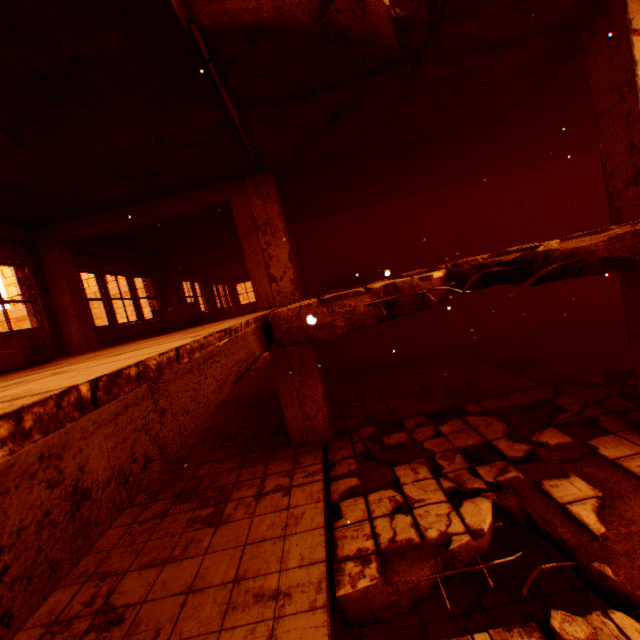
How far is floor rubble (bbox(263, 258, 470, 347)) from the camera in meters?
3.2 m

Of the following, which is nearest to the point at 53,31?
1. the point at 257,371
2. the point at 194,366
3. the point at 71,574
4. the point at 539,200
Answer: the point at 194,366

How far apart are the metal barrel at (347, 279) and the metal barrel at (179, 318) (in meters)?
4.93

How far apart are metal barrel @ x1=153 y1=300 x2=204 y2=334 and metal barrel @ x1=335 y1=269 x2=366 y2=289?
4.93m

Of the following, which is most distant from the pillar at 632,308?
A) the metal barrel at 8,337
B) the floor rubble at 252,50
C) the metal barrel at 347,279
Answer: the metal barrel at 8,337

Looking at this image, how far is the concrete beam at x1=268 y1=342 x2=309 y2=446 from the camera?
6.75m

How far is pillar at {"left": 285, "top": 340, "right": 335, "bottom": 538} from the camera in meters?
6.8 m

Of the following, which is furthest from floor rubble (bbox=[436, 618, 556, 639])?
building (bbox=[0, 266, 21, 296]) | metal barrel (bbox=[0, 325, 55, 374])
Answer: building (bbox=[0, 266, 21, 296])
